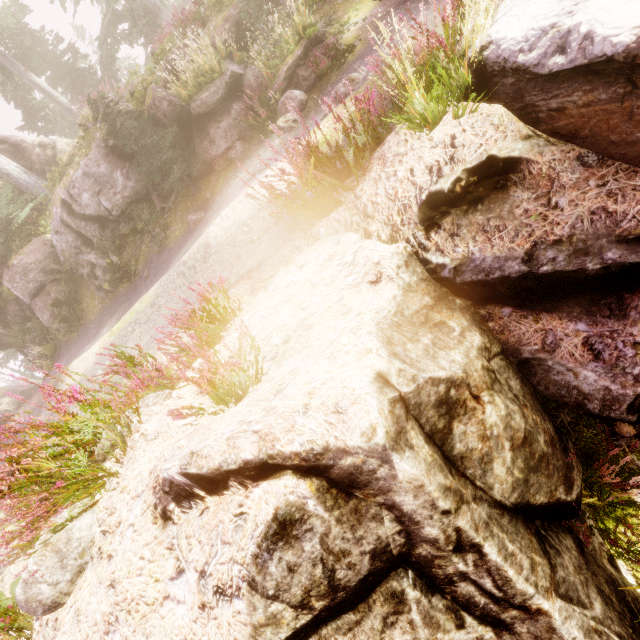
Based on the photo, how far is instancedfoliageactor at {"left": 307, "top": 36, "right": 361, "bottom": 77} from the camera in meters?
8.4

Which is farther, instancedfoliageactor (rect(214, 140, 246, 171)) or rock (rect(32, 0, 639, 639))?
instancedfoliageactor (rect(214, 140, 246, 171))

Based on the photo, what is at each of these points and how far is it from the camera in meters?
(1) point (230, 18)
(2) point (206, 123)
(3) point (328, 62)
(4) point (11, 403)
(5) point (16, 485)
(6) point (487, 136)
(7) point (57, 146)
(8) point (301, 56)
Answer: (1) rock, 10.6
(2) rock, 9.8
(3) instancedfoliageactor, 8.7
(4) rock, 38.4
(5) instancedfoliageactor, 2.5
(6) rock, 2.7
(7) rock, 17.8
(8) rock, 8.8

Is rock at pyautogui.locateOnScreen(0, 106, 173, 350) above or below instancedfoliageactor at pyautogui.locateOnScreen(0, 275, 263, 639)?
above

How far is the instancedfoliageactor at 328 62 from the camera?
8.43m

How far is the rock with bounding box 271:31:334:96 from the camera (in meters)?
8.80

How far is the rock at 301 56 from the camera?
8.8m
